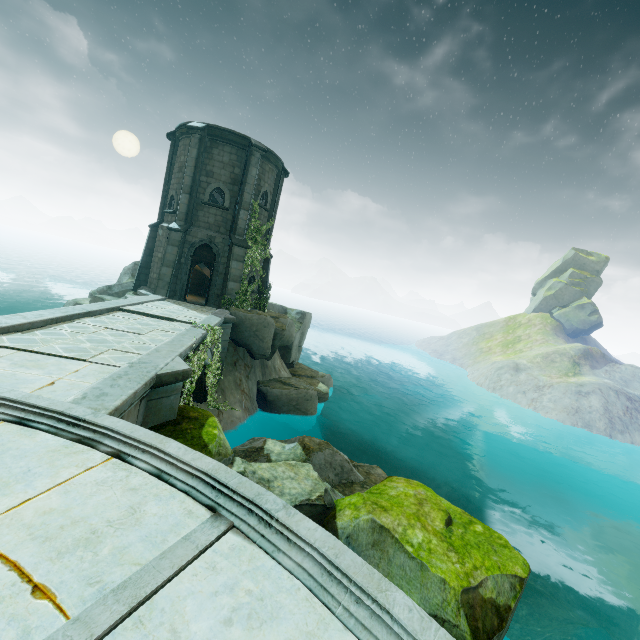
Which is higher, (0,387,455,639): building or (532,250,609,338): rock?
(532,250,609,338): rock

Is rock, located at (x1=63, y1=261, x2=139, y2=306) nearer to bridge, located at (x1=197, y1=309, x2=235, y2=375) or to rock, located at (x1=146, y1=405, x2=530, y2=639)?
bridge, located at (x1=197, y1=309, x2=235, y2=375)

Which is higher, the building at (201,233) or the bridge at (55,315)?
the building at (201,233)

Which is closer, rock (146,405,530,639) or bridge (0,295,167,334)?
rock (146,405,530,639)

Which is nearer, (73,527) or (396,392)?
(73,527)

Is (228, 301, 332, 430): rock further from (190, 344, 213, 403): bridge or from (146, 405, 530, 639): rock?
(146, 405, 530, 639): rock

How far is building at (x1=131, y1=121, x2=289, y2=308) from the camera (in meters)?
17.75

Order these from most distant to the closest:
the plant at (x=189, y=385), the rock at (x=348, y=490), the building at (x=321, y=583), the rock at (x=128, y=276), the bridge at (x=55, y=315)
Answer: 1. the rock at (x=128, y=276)
2. the plant at (x=189, y=385)
3. the bridge at (x=55, y=315)
4. the rock at (x=348, y=490)
5. the building at (x=321, y=583)
